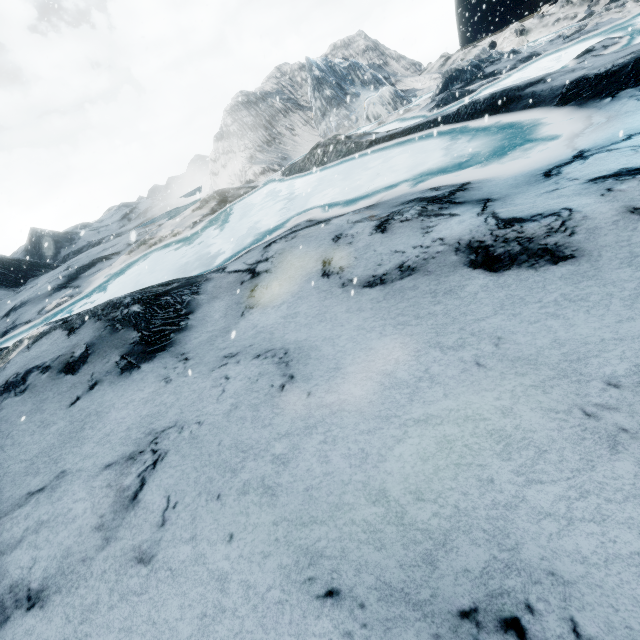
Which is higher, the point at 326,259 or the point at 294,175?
the point at 326,259
